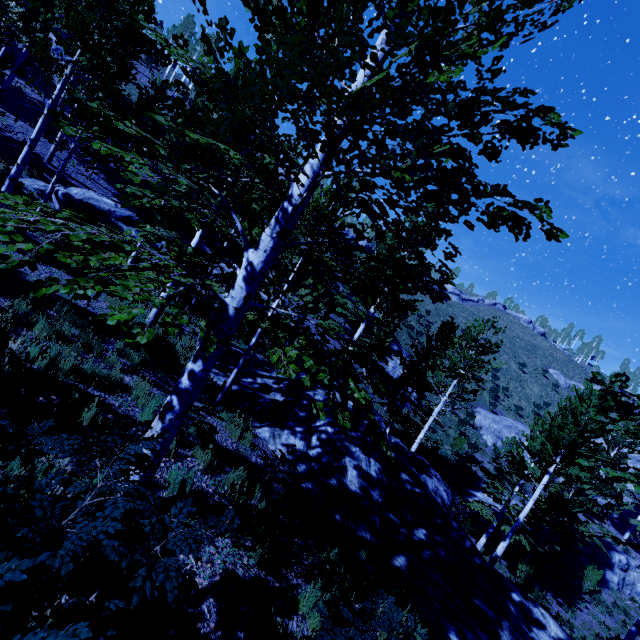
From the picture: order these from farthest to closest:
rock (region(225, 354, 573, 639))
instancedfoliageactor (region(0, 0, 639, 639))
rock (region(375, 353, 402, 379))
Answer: rock (region(375, 353, 402, 379)) < rock (region(225, 354, 573, 639)) < instancedfoliageactor (region(0, 0, 639, 639))

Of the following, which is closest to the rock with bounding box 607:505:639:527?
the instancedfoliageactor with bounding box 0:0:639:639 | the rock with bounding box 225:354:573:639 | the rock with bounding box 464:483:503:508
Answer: the rock with bounding box 464:483:503:508

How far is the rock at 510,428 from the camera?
34.25m

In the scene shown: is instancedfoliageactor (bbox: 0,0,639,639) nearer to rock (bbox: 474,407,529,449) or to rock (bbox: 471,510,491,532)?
rock (bbox: 471,510,491,532)

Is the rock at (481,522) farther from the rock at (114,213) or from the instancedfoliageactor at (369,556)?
the rock at (114,213)

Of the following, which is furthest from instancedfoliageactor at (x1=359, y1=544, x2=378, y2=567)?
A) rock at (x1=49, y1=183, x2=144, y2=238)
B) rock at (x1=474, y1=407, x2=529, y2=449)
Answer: rock at (x1=474, y1=407, x2=529, y2=449)

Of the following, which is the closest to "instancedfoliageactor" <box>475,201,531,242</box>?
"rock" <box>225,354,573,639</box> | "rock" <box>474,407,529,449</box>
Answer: "rock" <box>225,354,573,639</box>

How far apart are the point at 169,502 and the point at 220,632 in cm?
174
